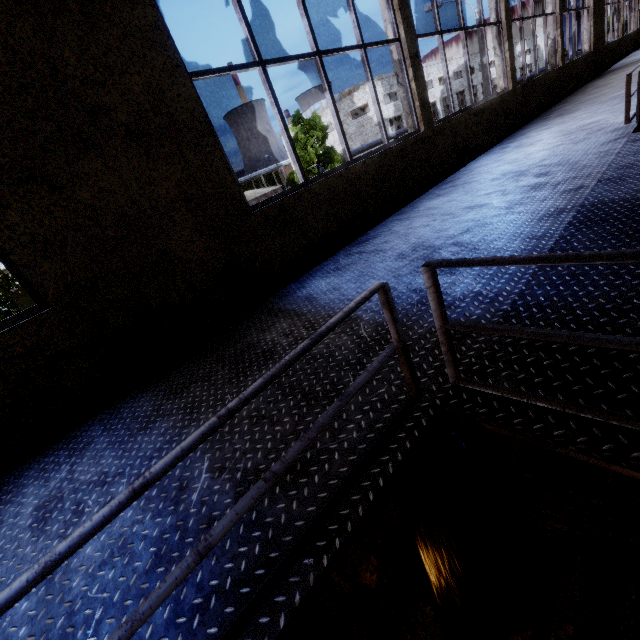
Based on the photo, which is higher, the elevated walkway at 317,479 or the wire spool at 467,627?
the elevated walkway at 317,479

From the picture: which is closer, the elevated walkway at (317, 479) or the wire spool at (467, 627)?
the elevated walkway at (317, 479)

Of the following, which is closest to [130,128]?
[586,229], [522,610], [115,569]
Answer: [115,569]

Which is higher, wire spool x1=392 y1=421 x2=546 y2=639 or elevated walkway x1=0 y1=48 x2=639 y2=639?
elevated walkway x1=0 y1=48 x2=639 y2=639

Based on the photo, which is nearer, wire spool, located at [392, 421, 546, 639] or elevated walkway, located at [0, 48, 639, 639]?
elevated walkway, located at [0, 48, 639, 639]
